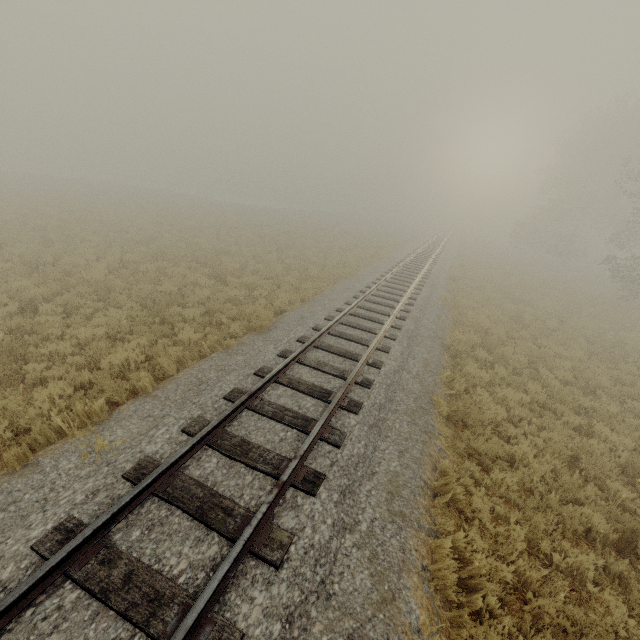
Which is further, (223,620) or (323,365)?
(323,365)
